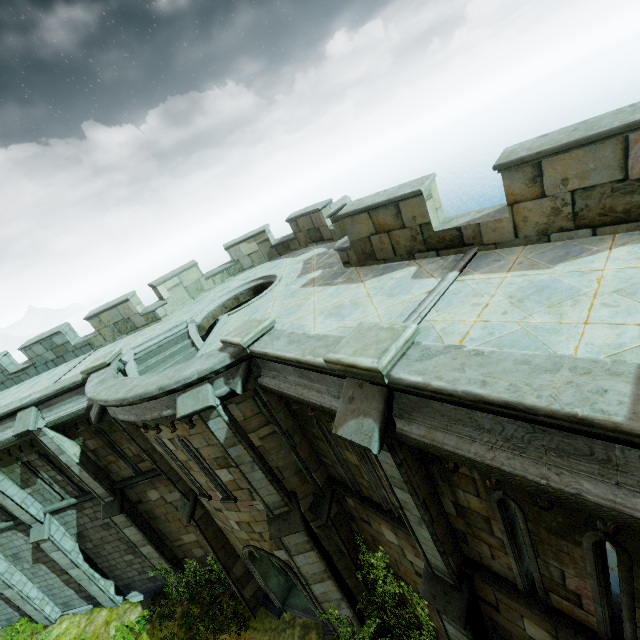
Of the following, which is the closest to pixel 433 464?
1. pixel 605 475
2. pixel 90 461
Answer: pixel 605 475

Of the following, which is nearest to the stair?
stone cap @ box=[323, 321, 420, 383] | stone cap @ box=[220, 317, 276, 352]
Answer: stone cap @ box=[220, 317, 276, 352]

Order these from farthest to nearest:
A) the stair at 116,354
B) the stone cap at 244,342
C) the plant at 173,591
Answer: the plant at 173,591
the stair at 116,354
the stone cap at 244,342

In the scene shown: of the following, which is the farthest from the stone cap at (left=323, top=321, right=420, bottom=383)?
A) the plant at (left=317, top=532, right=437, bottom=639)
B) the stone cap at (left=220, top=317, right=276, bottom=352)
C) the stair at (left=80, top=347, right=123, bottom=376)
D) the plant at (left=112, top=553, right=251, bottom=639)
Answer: the plant at (left=112, top=553, right=251, bottom=639)

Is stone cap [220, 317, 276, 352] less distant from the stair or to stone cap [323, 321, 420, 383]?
stone cap [323, 321, 420, 383]

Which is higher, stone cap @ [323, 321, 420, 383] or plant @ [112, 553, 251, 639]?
stone cap @ [323, 321, 420, 383]

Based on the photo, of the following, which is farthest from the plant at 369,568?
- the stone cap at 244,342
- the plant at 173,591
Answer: the stone cap at 244,342

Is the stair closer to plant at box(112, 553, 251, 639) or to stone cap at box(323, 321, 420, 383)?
plant at box(112, 553, 251, 639)
